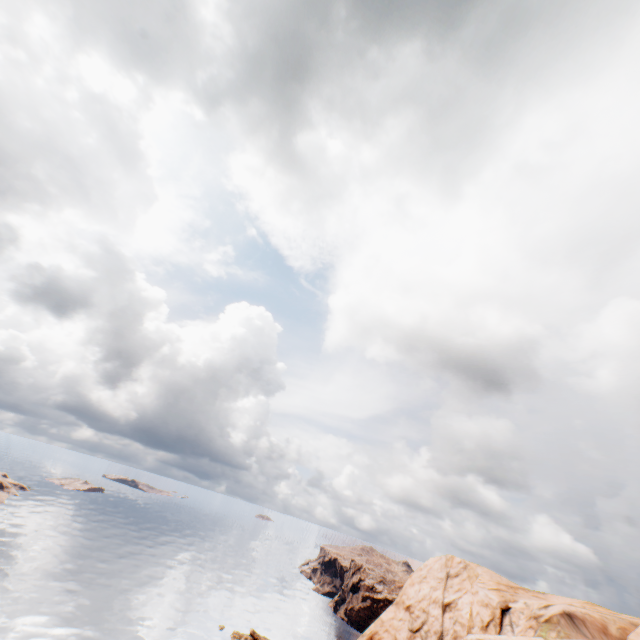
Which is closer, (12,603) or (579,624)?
(579,624)
